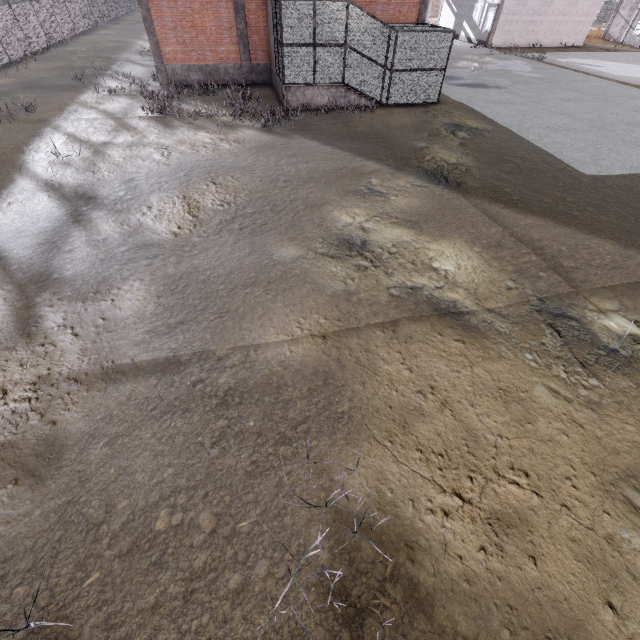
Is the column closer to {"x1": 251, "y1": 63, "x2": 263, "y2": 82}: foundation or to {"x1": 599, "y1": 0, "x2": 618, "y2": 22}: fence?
{"x1": 251, "y1": 63, "x2": 263, "y2": 82}: foundation

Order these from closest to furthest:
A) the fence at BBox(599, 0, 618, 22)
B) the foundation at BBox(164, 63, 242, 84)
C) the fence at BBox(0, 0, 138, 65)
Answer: the foundation at BBox(164, 63, 242, 84)
the fence at BBox(0, 0, 138, 65)
the fence at BBox(599, 0, 618, 22)

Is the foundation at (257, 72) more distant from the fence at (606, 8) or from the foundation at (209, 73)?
the fence at (606, 8)

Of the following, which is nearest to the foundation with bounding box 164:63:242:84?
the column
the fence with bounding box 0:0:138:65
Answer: the column

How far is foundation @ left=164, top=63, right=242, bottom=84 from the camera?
19.0m

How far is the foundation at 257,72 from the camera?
19.6 meters

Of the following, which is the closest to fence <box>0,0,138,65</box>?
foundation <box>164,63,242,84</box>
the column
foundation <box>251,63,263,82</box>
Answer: foundation <box>164,63,242,84</box>

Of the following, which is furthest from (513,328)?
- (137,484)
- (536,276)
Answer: (137,484)
